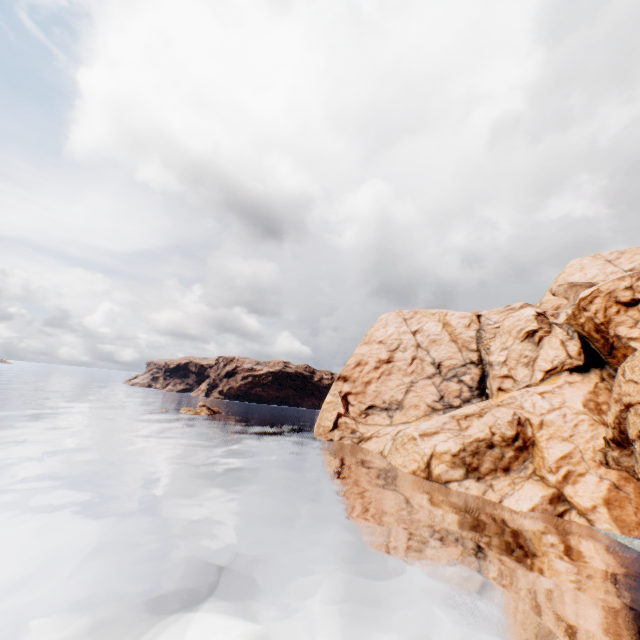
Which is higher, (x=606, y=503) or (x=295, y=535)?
(x=606, y=503)
